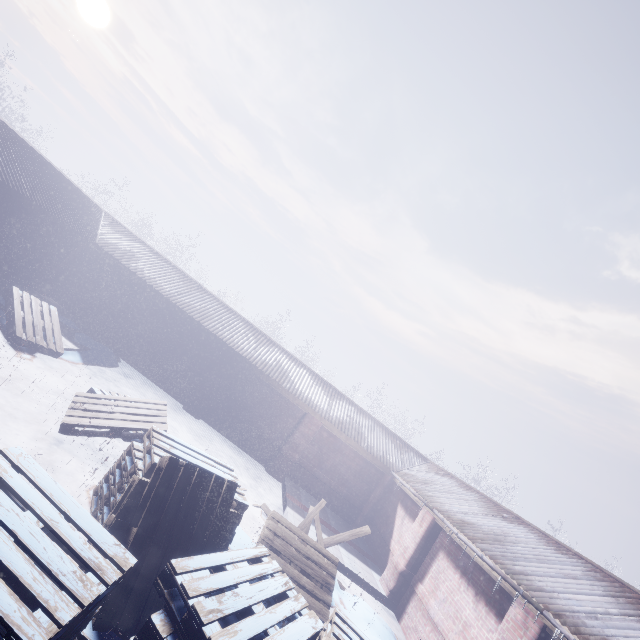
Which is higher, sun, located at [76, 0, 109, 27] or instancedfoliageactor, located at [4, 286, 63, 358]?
sun, located at [76, 0, 109, 27]

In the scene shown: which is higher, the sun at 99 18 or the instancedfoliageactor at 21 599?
the sun at 99 18

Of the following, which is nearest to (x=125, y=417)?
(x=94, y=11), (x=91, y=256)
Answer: (x=91, y=256)

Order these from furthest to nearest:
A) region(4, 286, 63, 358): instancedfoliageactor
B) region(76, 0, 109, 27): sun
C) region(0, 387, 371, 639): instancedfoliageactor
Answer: region(76, 0, 109, 27): sun < region(4, 286, 63, 358): instancedfoliageactor < region(0, 387, 371, 639): instancedfoliageactor

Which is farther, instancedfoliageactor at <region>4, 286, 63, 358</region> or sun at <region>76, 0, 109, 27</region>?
sun at <region>76, 0, 109, 27</region>

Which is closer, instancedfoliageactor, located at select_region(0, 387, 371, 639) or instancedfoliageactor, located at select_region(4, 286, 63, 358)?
instancedfoliageactor, located at select_region(0, 387, 371, 639)

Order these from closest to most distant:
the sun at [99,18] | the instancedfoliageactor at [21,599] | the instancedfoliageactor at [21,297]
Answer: the instancedfoliageactor at [21,599], the instancedfoliageactor at [21,297], the sun at [99,18]
